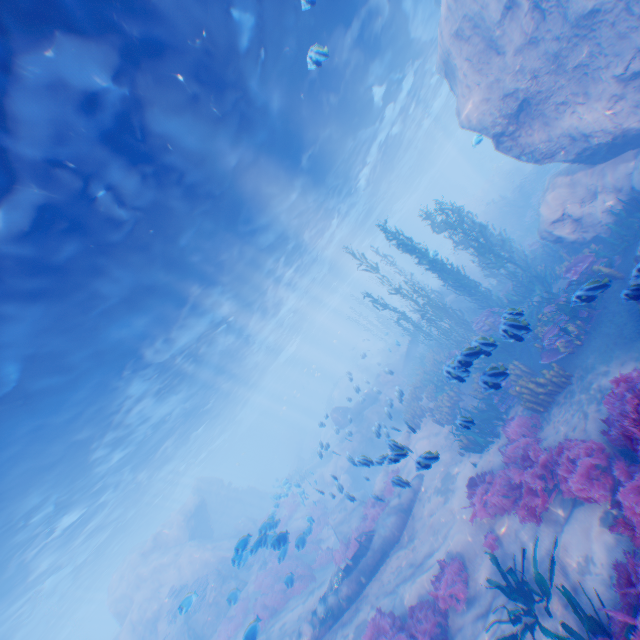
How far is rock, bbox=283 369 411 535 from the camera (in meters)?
10.62

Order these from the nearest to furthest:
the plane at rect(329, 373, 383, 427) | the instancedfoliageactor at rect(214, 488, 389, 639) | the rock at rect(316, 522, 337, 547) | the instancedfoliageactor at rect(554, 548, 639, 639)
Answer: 1. the instancedfoliageactor at rect(554, 548, 639, 639)
2. the instancedfoliageactor at rect(214, 488, 389, 639)
3. the rock at rect(316, 522, 337, 547)
4. the plane at rect(329, 373, 383, 427)

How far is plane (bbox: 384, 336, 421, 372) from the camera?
25.2m

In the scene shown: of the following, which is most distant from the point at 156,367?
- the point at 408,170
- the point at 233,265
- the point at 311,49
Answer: the point at 408,170

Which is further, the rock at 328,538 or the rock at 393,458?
the rock at 328,538

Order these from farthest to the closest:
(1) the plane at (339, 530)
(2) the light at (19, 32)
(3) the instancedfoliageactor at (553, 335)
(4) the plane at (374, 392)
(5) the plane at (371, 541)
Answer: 1. (4) the plane at (374, 392)
2. (1) the plane at (339, 530)
3. (5) the plane at (371, 541)
4. (2) the light at (19, 32)
5. (3) the instancedfoliageactor at (553, 335)

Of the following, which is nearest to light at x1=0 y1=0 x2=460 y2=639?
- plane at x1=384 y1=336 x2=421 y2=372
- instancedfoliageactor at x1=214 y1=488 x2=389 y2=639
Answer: plane at x1=384 y1=336 x2=421 y2=372
